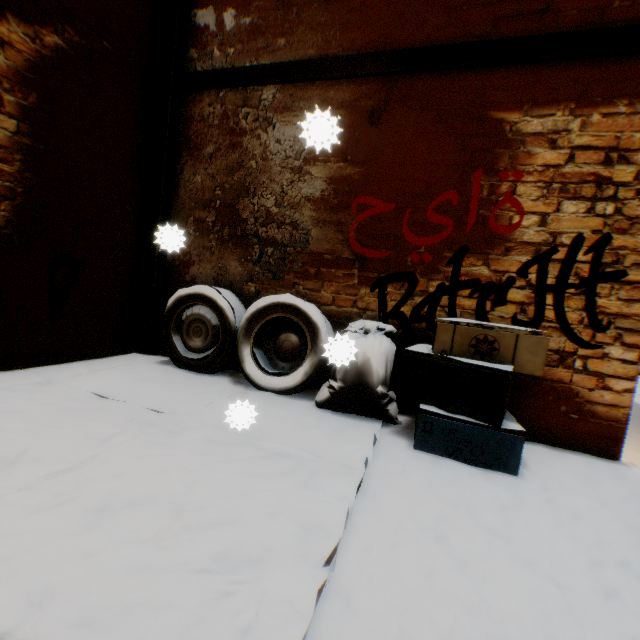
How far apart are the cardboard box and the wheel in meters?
0.4 m

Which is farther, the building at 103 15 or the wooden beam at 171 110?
the wooden beam at 171 110

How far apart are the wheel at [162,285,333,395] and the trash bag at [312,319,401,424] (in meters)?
0.03

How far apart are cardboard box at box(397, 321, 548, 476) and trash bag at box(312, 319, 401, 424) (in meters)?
0.11

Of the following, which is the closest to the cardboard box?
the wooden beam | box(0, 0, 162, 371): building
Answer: box(0, 0, 162, 371): building

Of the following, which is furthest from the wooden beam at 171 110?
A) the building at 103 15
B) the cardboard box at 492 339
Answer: the cardboard box at 492 339

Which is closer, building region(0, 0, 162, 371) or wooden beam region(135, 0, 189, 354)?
building region(0, 0, 162, 371)

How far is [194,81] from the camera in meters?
3.6 m
